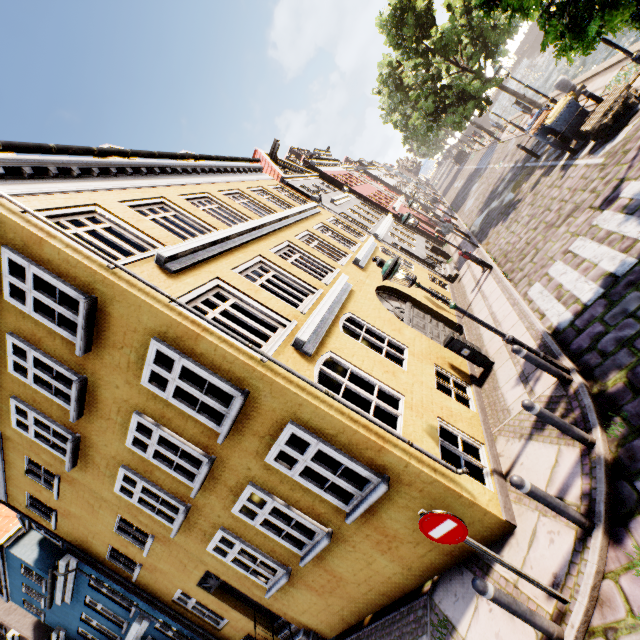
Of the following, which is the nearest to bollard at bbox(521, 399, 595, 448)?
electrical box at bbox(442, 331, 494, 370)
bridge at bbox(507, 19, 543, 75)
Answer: electrical box at bbox(442, 331, 494, 370)

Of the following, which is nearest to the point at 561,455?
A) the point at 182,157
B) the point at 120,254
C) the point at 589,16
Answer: the point at 589,16

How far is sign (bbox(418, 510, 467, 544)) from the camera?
3.68m

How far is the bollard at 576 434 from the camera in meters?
4.5

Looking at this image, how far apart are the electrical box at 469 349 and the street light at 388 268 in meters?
2.2 m

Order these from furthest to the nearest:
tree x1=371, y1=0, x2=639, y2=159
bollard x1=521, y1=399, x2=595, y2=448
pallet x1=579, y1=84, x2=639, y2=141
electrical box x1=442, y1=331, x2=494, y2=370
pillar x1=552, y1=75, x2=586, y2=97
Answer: pillar x1=552, y1=75, x2=586, y2=97 → pallet x1=579, y1=84, x2=639, y2=141 → electrical box x1=442, y1=331, x2=494, y2=370 → tree x1=371, y1=0, x2=639, y2=159 → bollard x1=521, y1=399, x2=595, y2=448

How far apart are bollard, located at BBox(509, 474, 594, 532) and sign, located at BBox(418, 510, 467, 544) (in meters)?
0.87

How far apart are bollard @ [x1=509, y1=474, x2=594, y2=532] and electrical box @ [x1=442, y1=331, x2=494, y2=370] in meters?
4.3 m
